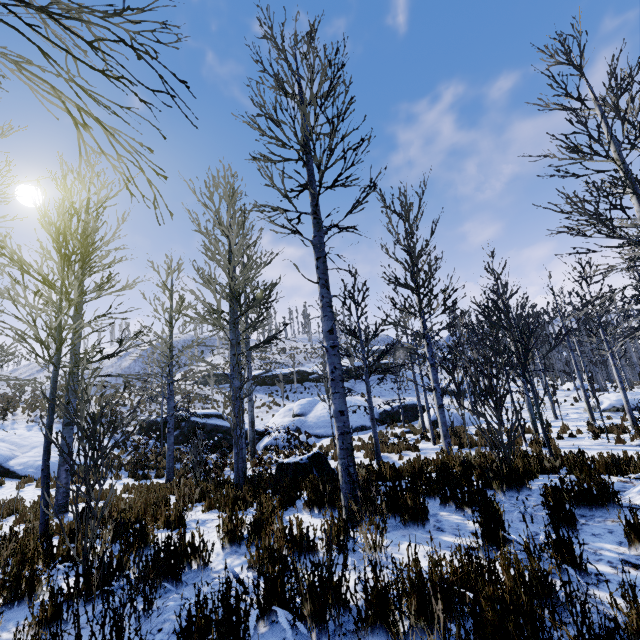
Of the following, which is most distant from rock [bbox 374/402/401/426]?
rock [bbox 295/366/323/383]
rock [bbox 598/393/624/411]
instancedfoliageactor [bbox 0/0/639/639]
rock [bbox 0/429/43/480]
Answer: rock [bbox 295/366/323/383]

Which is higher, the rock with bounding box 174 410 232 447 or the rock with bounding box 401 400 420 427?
the rock with bounding box 174 410 232 447

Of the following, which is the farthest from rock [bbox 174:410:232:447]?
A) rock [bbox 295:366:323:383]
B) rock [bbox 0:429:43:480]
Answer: rock [bbox 295:366:323:383]

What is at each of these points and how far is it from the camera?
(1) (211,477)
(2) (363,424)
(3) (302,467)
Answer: (1) instancedfoliageactor, 7.3m
(2) rock, 22.4m
(3) rock, 7.1m

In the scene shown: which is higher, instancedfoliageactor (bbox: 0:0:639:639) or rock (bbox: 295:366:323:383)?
rock (bbox: 295:366:323:383)

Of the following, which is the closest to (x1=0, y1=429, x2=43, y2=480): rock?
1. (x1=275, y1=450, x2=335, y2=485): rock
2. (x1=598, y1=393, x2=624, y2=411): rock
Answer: (x1=275, y1=450, x2=335, y2=485): rock

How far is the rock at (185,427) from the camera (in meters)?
19.64

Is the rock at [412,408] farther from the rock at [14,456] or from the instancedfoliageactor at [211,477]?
the rock at [14,456]
